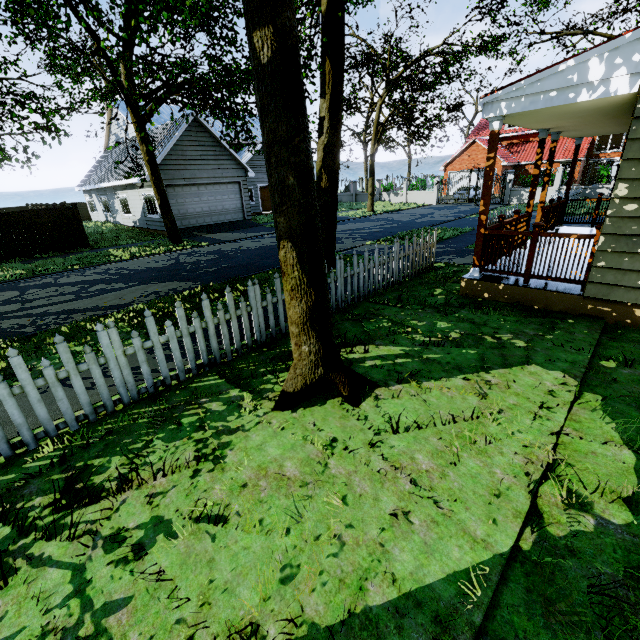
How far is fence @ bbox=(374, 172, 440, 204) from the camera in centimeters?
3066cm

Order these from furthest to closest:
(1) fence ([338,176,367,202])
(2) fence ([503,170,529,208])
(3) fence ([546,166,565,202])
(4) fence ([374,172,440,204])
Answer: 1. (1) fence ([338,176,367,202])
2. (4) fence ([374,172,440,204])
3. (2) fence ([503,170,529,208])
4. (3) fence ([546,166,565,202])

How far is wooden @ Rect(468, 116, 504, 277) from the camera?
5.5 meters

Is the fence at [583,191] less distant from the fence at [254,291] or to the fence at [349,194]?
the fence at [349,194]

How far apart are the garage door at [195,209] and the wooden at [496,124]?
17.7m

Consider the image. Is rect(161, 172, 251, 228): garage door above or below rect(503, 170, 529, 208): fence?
above

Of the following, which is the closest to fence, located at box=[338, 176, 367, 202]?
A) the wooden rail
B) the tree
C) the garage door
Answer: the tree

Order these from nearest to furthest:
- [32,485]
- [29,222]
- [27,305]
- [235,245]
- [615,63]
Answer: [32,485], [615,63], [27,305], [29,222], [235,245]
